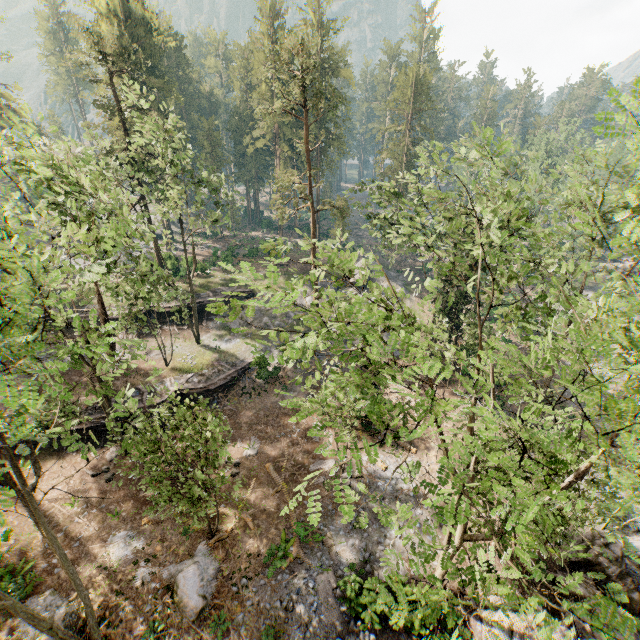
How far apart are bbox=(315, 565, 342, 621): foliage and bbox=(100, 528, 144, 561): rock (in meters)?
9.27

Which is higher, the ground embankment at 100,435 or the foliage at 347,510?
the foliage at 347,510

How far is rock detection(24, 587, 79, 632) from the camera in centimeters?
1463cm

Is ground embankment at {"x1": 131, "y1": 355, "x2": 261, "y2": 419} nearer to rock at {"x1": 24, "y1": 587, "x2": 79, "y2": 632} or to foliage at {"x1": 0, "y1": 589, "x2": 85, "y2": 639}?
foliage at {"x1": 0, "y1": 589, "x2": 85, "y2": 639}

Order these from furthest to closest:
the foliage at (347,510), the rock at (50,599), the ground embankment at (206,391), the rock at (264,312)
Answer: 1. the rock at (264,312)
2. the ground embankment at (206,391)
3. the rock at (50,599)
4. the foliage at (347,510)

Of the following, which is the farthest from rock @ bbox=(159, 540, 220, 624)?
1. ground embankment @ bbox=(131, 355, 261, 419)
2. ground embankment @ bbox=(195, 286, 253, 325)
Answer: ground embankment @ bbox=(195, 286, 253, 325)

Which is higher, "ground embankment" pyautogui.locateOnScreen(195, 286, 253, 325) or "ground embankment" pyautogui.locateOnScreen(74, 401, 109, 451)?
"ground embankment" pyautogui.locateOnScreen(195, 286, 253, 325)

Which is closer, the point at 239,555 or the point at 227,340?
the point at 239,555
